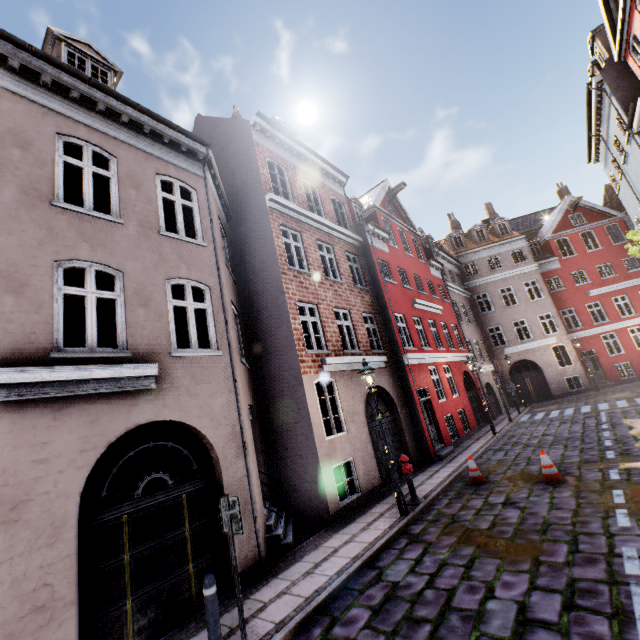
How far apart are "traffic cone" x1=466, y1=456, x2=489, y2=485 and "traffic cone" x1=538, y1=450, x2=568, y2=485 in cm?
128

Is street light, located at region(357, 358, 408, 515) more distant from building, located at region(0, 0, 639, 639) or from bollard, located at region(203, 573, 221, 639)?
bollard, located at region(203, 573, 221, 639)

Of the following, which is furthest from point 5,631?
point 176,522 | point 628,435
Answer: point 628,435

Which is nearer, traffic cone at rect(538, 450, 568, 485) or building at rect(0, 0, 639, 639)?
building at rect(0, 0, 639, 639)

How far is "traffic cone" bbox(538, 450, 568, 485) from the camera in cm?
802

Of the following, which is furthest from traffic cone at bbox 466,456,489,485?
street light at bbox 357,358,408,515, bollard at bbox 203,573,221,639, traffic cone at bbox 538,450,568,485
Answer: bollard at bbox 203,573,221,639

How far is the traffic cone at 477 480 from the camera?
9.24m

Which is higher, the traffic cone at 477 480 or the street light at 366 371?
the street light at 366 371
